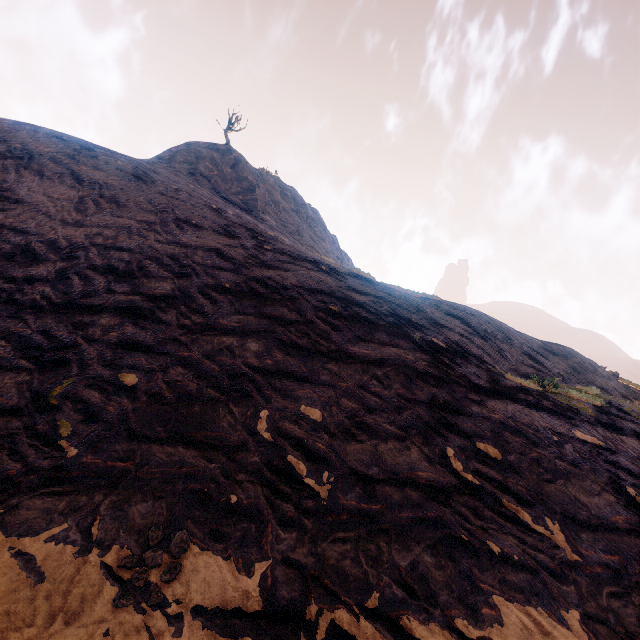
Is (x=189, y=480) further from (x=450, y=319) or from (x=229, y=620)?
(x=450, y=319)
